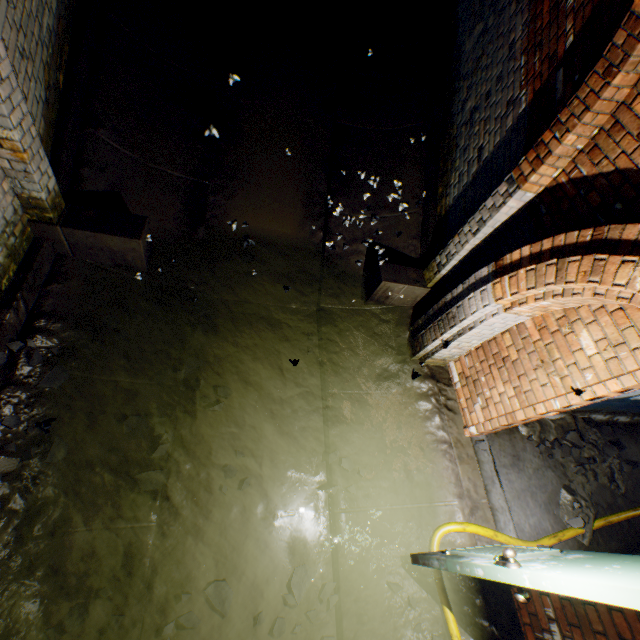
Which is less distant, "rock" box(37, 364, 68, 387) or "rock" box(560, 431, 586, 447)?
"rock" box(37, 364, 68, 387)

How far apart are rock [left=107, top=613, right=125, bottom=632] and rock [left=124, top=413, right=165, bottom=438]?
1.1m

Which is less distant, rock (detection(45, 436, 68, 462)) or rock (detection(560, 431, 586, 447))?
rock (detection(45, 436, 68, 462))

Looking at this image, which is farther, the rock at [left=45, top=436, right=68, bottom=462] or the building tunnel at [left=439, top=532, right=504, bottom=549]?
the building tunnel at [left=439, top=532, right=504, bottom=549]

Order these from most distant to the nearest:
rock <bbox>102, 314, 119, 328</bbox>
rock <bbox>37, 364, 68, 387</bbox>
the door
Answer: rock <bbox>102, 314, 119, 328</bbox> → rock <bbox>37, 364, 68, 387</bbox> → the door

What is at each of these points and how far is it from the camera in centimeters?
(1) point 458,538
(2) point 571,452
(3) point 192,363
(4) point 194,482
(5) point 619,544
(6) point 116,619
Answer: (1) building tunnel, 321cm
(2) rock, 405cm
(3) rock, 363cm
(4) building tunnel, 312cm
(5) building tunnel, 374cm
(6) rock, 238cm

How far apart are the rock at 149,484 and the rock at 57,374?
1.1 meters

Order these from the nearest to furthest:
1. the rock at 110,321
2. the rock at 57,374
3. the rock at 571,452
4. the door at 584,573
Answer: the door at 584,573 → the rock at 57,374 → the rock at 110,321 → the rock at 571,452
